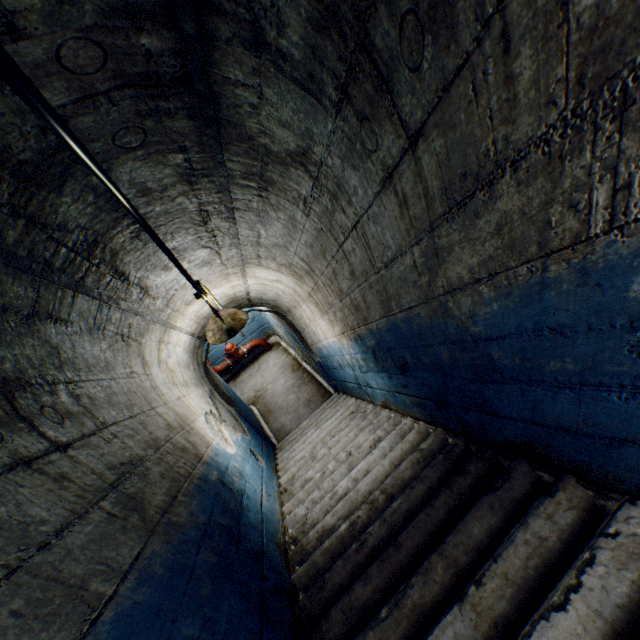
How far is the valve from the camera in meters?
8.5

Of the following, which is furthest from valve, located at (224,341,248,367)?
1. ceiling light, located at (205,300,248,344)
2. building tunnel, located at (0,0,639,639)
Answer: ceiling light, located at (205,300,248,344)

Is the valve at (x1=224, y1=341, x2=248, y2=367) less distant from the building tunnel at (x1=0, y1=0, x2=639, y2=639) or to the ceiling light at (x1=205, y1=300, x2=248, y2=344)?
the building tunnel at (x1=0, y1=0, x2=639, y2=639)

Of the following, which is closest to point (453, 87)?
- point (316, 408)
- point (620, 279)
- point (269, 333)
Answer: point (620, 279)

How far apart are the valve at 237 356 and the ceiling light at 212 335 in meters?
5.3

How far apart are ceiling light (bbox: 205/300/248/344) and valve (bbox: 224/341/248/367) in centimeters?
525cm

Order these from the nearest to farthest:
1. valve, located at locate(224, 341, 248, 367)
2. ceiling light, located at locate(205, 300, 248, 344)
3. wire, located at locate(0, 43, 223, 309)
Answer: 1. wire, located at locate(0, 43, 223, 309)
2. ceiling light, located at locate(205, 300, 248, 344)
3. valve, located at locate(224, 341, 248, 367)

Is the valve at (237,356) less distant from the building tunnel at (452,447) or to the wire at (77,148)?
the building tunnel at (452,447)
